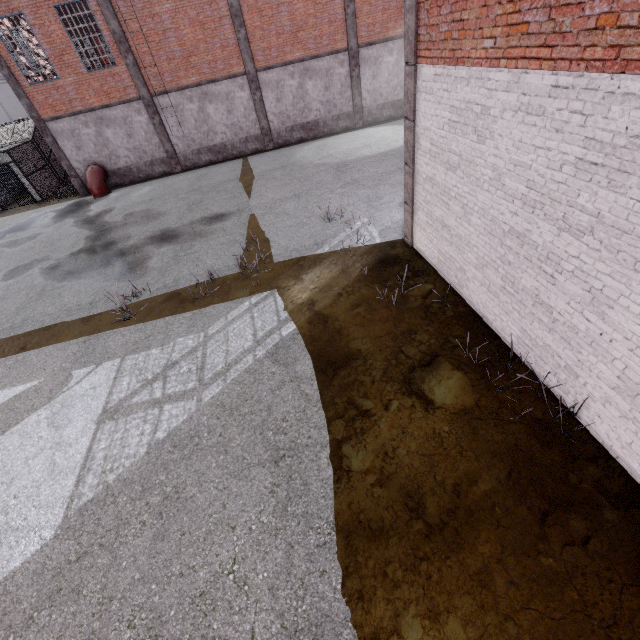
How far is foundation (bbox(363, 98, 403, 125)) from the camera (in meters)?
20.41

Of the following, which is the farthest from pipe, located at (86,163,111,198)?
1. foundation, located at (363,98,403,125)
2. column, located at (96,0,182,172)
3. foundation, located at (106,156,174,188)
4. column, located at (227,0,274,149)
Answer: foundation, located at (363,98,403,125)

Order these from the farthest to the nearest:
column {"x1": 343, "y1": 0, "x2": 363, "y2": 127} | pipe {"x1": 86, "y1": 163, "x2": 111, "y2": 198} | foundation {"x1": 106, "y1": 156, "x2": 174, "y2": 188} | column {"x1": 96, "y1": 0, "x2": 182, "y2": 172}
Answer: foundation {"x1": 106, "y1": 156, "x2": 174, "y2": 188} < pipe {"x1": 86, "y1": 163, "x2": 111, "y2": 198} < column {"x1": 343, "y1": 0, "x2": 363, "y2": 127} < column {"x1": 96, "y1": 0, "x2": 182, "y2": 172}

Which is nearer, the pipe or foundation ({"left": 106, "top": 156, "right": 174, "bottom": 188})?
the pipe

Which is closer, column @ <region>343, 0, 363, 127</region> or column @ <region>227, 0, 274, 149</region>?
column @ <region>227, 0, 274, 149</region>

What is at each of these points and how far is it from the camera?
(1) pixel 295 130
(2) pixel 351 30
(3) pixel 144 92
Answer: (1) foundation, 20.30m
(2) column, 17.78m
(3) column, 17.62m

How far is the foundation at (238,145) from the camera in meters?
19.9 m

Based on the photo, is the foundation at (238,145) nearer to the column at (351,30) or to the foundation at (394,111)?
the column at (351,30)
